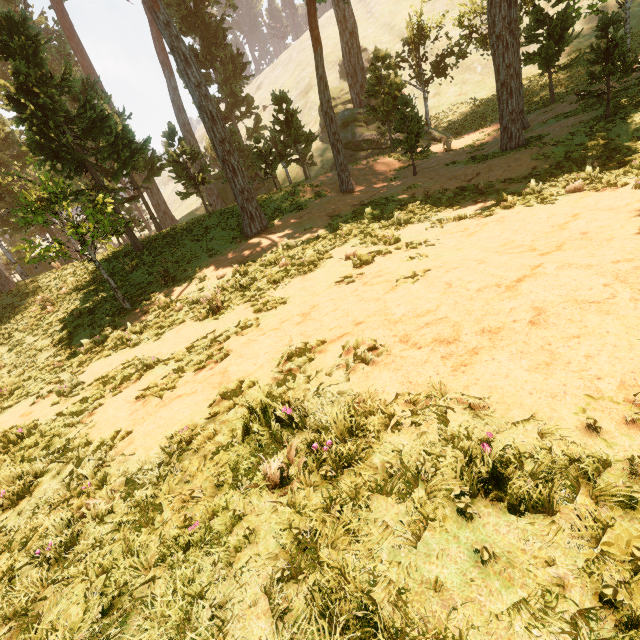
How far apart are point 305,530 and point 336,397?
1.54m
